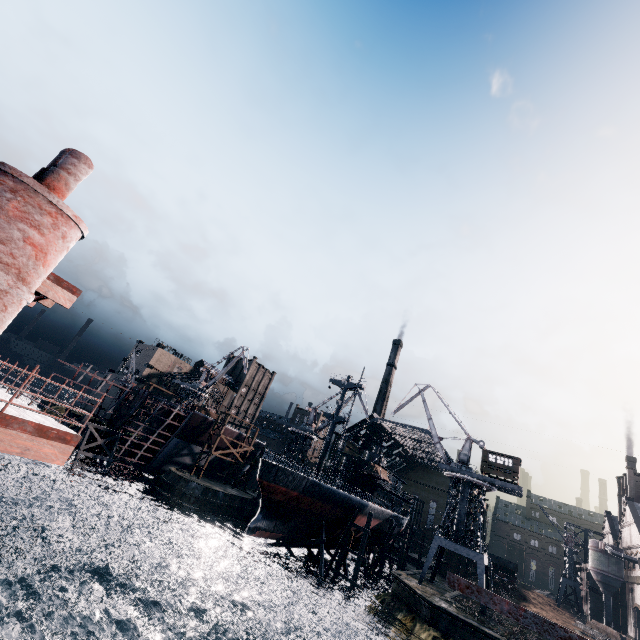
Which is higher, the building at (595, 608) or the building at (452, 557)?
the building at (595, 608)

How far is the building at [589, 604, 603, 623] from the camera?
59.1m

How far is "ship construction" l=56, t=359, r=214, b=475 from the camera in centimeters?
4838cm

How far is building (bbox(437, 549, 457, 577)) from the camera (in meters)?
57.03

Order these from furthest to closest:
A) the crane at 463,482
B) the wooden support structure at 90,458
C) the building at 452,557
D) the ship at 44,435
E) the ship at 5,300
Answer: the building at 452,557 → the wooden support structure at 90,458 → the crane at 463,482 → the ship at 5,300 → the ship at 44,435

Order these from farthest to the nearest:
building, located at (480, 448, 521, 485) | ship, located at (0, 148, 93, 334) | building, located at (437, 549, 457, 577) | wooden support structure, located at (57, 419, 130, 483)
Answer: building, located at (437, 549, 457, 577) → building, located at (480, 448, 521, 485) → wooden support structure, located at (57, 419, 130, 483) → ship, located at (0, 148, 93, 334)

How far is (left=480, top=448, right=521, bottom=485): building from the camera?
43.1 meters

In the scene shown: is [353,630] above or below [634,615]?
below
